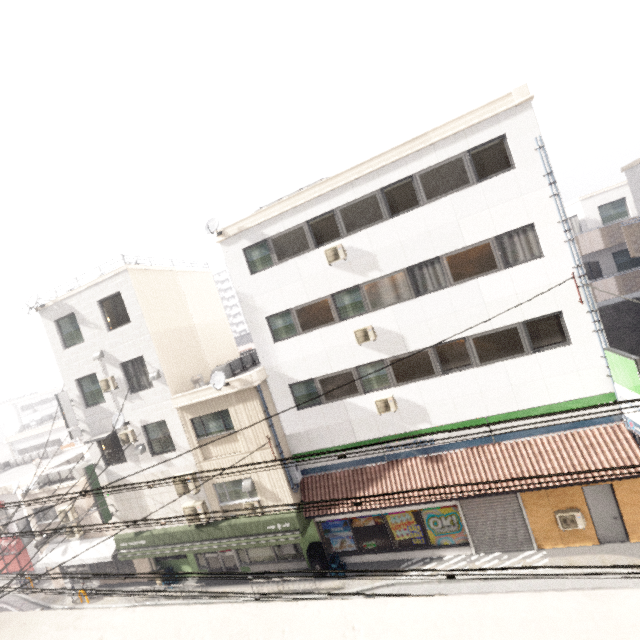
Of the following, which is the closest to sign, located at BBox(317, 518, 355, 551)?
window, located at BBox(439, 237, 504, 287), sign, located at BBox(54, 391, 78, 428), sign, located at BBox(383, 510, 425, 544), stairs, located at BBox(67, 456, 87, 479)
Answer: sign, located at BBox(383, 510, 425, 544)

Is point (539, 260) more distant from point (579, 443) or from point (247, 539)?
point (247, 539)

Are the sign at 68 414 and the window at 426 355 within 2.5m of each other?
no

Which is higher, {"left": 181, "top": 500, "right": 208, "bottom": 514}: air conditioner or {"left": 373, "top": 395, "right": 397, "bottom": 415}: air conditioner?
{"left": 373, "top": 395, "right": 397, "bottom": 415}: air conditioner

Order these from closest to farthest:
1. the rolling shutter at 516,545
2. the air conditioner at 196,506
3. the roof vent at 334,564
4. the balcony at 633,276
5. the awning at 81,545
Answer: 1. the rolling shutter at 516,545
2. the roof vent at 334,564
3. the air conditioner at 196,506
4. the awning at 81,545
5. the balcony at 633,276

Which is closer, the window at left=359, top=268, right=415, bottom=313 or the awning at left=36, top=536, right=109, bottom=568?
the window at left=359, top=268, right=415, bottom=313

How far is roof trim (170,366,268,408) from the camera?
12.6m

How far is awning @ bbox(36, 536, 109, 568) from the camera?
17.3 meters
